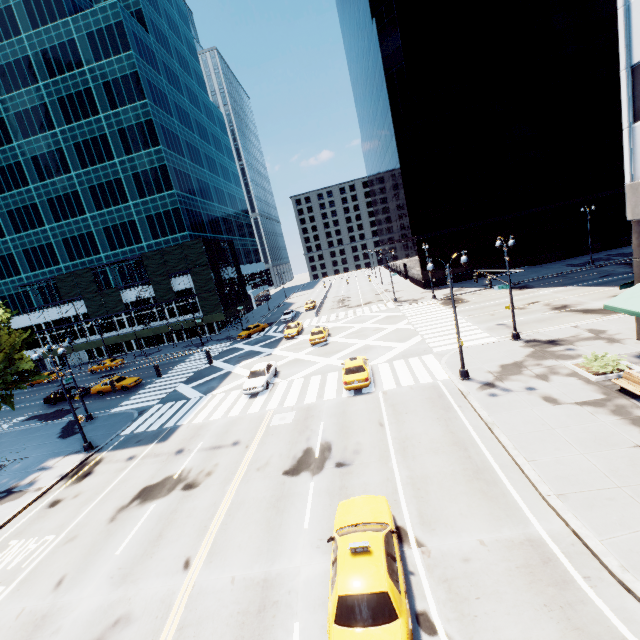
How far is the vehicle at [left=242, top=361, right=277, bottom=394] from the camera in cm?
2448

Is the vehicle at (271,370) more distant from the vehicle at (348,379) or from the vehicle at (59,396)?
the vehicle at (59,396)

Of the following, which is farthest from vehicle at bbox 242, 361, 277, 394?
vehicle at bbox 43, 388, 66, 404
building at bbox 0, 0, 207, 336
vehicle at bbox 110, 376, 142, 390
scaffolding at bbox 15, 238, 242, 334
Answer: building at bbox 0, 0, 207, 336

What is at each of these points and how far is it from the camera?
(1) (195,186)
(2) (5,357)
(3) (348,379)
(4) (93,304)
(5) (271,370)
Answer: (1) building, 59.3m
(2) tree, 22.6m
(3) vehicle, 21.1m
(4) scaffolding, 52.6m
(5) vehicle, 27.0m

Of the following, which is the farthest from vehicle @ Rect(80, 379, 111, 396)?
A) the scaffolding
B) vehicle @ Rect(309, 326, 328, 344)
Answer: vehicle @ Rect(309, 326, 328, 344)

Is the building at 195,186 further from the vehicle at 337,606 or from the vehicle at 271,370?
the vehicle at 337,606

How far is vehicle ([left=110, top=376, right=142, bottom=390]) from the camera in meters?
34.4

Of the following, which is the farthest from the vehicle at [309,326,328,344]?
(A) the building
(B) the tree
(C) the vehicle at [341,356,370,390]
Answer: (A) the building
